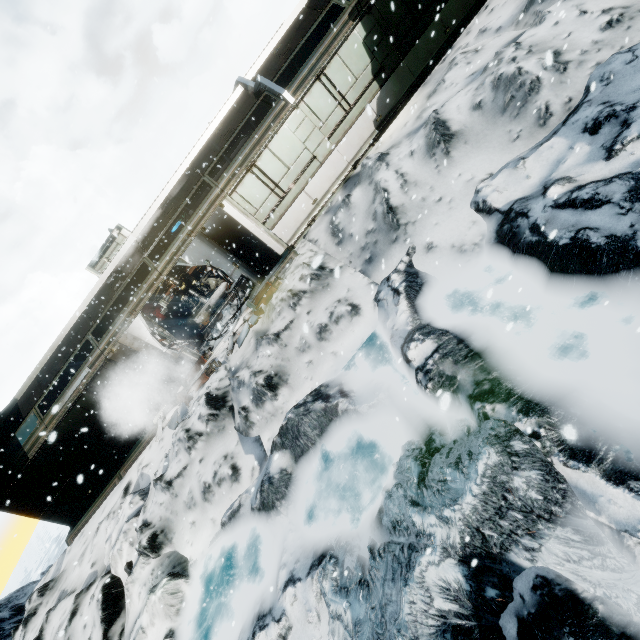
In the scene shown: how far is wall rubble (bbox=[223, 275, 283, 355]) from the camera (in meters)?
10.45

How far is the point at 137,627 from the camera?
7.0m

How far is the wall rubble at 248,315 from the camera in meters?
10.4

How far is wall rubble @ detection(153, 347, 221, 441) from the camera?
10.9 meters

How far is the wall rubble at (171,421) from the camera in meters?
10.9 m
